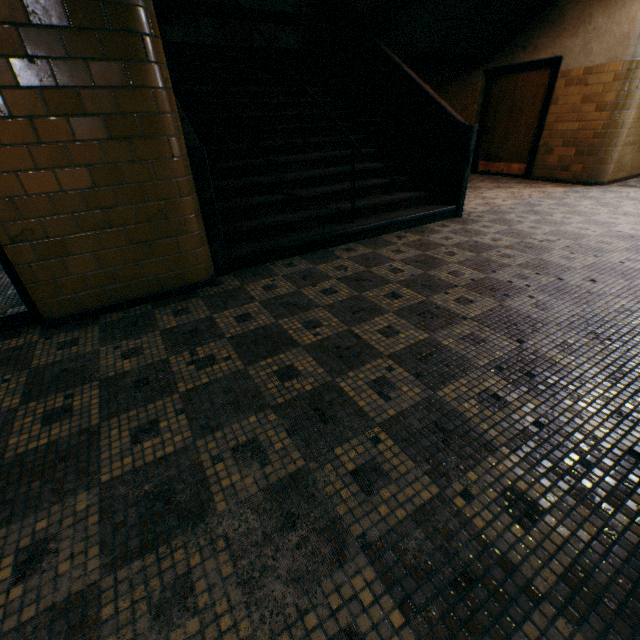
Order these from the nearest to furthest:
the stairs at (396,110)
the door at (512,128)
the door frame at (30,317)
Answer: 1. the door frame at (30,317)
2. the stairs at (396,110)
3. the door at (512,128)

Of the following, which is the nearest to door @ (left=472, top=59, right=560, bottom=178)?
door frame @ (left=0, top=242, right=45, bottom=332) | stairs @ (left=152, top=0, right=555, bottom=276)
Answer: stairs @ (left=152, top=0, right=555, bottom=276)

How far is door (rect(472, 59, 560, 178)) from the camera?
6.7 meters

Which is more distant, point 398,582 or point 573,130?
point 573,130

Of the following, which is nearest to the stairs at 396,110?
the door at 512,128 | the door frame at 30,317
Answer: the door at 512,128

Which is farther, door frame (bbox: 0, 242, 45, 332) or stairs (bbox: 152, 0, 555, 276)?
stairs (bbox: 152, 0, 555, 276)
